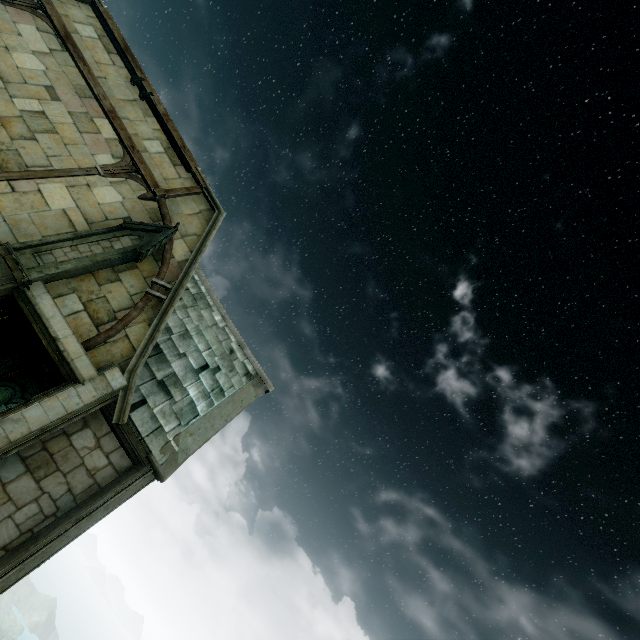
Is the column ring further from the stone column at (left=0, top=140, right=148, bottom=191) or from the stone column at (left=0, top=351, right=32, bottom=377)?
the stone column at (left=0, top=351, right=32, bottom=377)

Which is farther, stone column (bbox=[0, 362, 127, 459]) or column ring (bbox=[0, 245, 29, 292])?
column ring (bbox=[0, 245, 29, 292])

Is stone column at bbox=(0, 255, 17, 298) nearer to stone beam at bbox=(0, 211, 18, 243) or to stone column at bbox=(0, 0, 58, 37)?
stone beam at bbox=(0, 211, 18, 243)

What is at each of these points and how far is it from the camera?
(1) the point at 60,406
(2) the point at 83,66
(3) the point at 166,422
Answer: (1) stone column, 7.13m
(2) wooden beam, 10.23m
(3) building, 9.00m

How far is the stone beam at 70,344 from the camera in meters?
7.5 m

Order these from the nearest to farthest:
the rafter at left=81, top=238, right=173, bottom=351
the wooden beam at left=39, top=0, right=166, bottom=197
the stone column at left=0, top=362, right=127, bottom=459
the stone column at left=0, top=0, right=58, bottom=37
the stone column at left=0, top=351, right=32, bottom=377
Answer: the stone column at left=0, top=362, right=127, bottom=459
the rafter at left=81, top=238, right=173, bottom=351
the stone column at left=0, top=0, right=58, bottom=37
the wooden beam at left=39, top=0, right=166, bottom=197
the stone column at left=0, top=351, right=32, bottom=377

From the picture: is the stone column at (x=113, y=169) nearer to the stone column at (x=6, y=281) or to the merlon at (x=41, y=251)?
the merlon at (x=41, y=251)

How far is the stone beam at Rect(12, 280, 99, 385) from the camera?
7.45m
